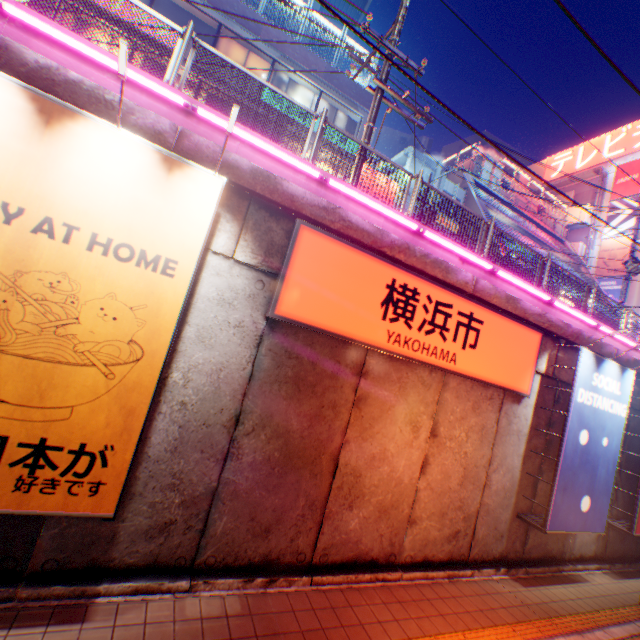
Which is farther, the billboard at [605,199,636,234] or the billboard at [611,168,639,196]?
the billboard at [611,168,639,196]

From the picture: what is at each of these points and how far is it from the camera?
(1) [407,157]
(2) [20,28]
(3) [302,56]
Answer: (1) ventilation tube, 22.58m
(2) concrete block, 4.07m
(3) concrete block, 16.69m

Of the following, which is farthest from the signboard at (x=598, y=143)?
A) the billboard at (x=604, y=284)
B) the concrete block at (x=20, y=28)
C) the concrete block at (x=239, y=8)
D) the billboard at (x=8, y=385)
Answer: the billboard at (x=8, y=385)

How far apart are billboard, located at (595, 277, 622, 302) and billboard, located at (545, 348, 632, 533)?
31.71m

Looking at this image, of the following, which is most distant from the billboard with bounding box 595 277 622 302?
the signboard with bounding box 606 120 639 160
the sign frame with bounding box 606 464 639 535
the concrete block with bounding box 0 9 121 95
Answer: the sign frame with bounding box 606 464 639 535

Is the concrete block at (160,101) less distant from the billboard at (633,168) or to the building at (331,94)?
the building at (331,94)

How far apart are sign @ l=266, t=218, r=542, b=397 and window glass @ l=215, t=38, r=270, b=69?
15.21m
